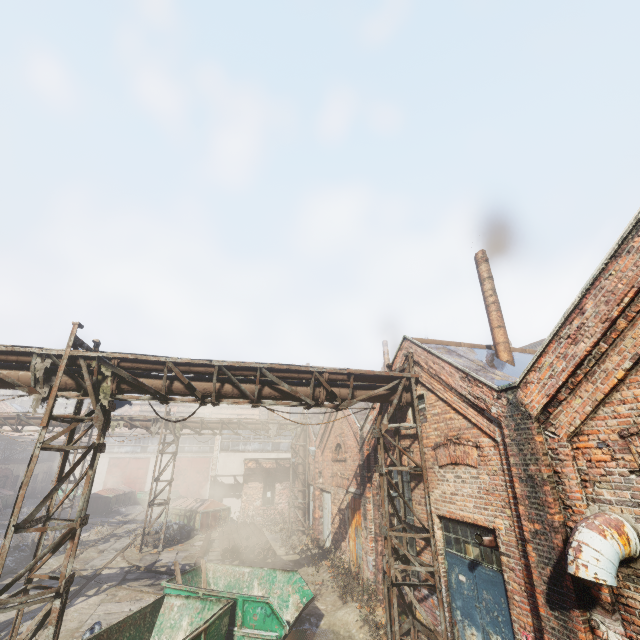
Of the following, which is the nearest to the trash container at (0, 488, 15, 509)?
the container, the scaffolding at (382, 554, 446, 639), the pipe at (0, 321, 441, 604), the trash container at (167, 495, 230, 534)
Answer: the pipe at (0, 321, 441, 604)

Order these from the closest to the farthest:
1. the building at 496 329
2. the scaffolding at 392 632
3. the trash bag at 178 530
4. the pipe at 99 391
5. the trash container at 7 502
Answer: the pipe at 99 391, the scaffolding at 392 632, the building at 496 329, the trash bag at 178 530, the trash container at 7 502

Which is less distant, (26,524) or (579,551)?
(579,551)

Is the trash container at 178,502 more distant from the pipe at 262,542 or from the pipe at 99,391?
the pipe at 99,391

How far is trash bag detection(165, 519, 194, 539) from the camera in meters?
18.3 m

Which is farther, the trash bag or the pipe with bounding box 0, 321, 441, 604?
the trash bag

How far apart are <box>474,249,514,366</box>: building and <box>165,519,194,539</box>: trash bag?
19.5m

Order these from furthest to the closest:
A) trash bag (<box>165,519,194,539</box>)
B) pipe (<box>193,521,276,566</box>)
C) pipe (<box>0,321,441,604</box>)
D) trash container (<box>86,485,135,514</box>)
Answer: trash container (<box>86,485,135,514</box>) < trash bag (<box>165,519,194,539</box>) < pipe (<box>193,521,276,566</box>) < pipe (<box>0,321,441,604</box>)
